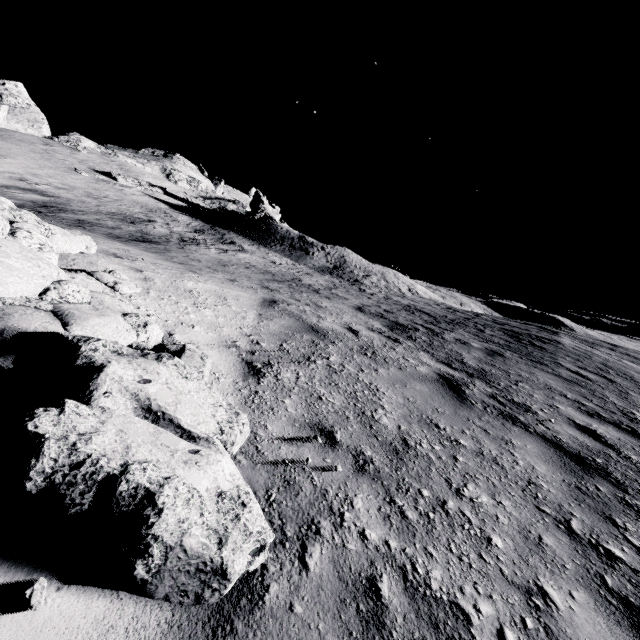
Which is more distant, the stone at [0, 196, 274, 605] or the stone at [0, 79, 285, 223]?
the stone at [0, 79, 285, 223]

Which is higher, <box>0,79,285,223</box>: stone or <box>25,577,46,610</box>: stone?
<box>0,79,285,223</box>: stone

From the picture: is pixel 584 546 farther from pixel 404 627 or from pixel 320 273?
pixel 320 273

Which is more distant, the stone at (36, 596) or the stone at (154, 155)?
the stone at (154, 155)

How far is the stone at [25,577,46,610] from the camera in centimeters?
119cm
